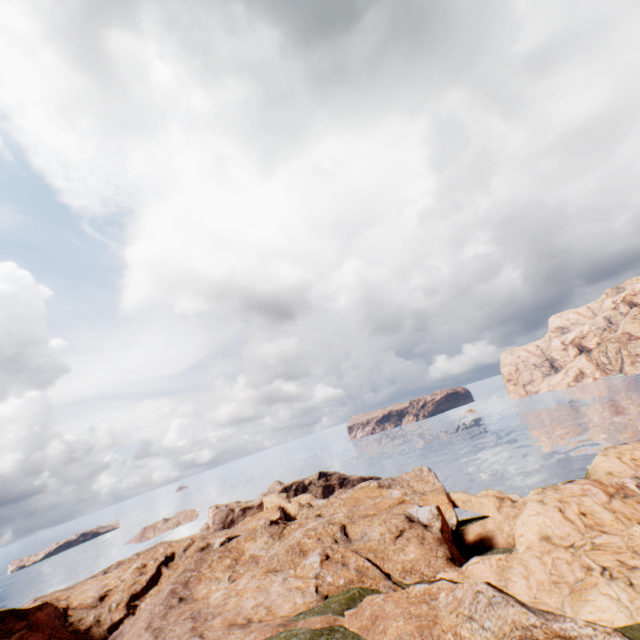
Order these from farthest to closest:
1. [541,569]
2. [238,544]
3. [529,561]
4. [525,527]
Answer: [238,544] → [525,527] → [529,561] → [541,569]
